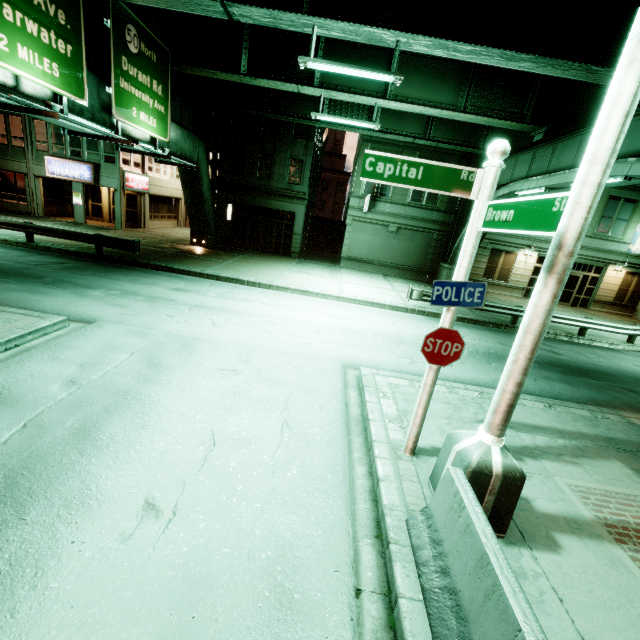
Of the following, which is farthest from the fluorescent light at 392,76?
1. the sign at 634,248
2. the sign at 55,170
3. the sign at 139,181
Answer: the sign at 634,248

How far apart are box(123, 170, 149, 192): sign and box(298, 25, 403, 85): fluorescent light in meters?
20.1 m

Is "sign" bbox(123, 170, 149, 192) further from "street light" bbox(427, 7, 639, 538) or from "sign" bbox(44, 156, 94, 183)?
"street light" bbox(427, 7, 639, 538)

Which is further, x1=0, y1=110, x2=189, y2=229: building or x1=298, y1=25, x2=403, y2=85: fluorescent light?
x1=0, y1=110, x2=189, y2=229: building

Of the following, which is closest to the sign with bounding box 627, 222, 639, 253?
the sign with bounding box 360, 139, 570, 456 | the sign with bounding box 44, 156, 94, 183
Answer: the sign with bounding box 360, 139, 570, 456

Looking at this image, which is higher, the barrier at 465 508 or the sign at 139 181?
the sign at 139 181

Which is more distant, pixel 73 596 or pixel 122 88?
pixel 122 88

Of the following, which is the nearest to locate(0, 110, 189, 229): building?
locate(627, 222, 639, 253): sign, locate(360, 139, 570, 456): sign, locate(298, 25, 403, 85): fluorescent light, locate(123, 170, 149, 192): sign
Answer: locate(123, 170, 149, 192): sign
